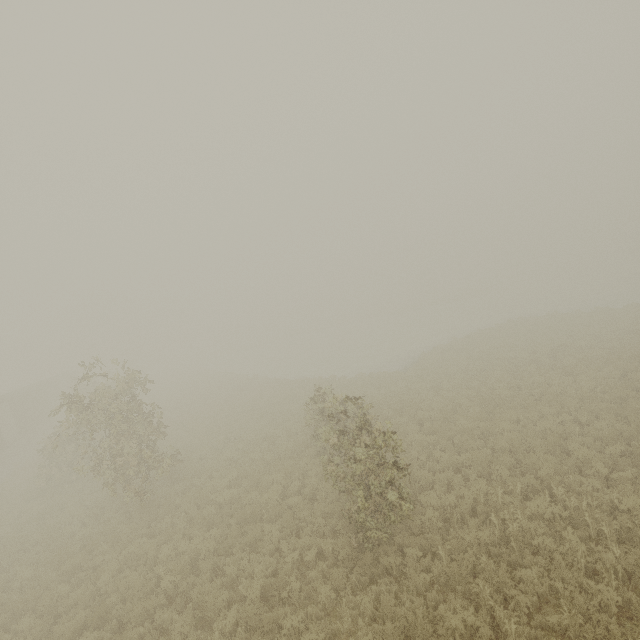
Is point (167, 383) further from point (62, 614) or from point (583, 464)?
point (583, 464)
